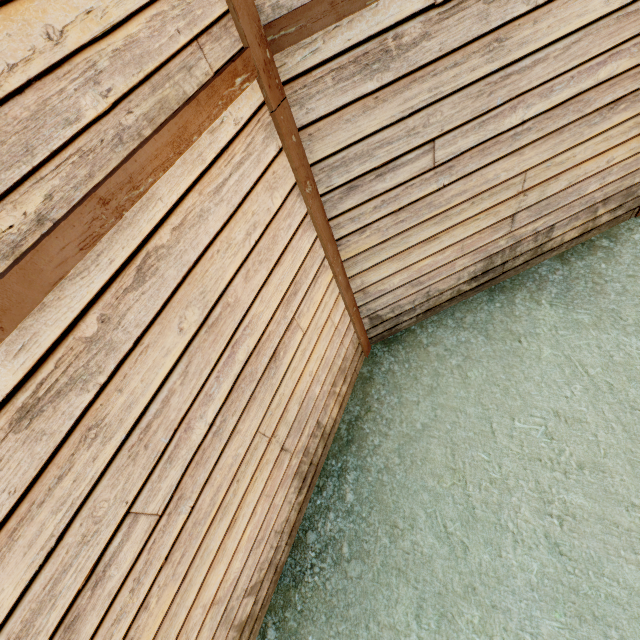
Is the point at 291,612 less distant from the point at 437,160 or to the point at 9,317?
the point at 9,317
